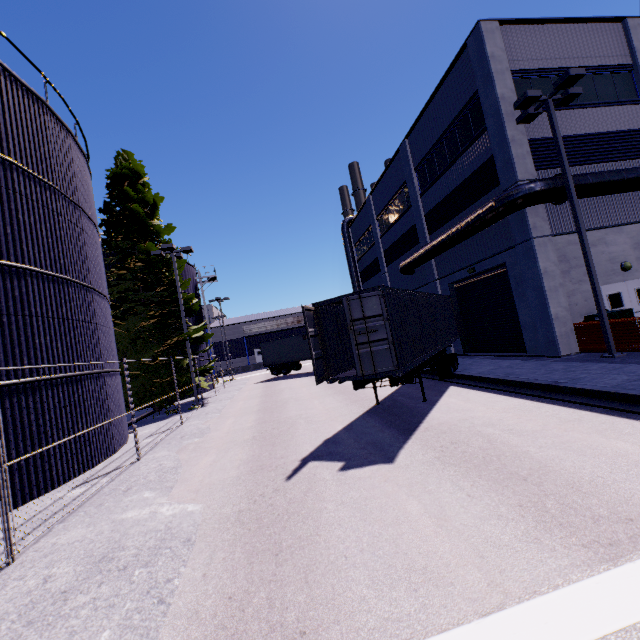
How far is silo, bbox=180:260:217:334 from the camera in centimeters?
2909cm

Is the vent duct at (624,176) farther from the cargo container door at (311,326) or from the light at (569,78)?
the cargo container door at (311,326)

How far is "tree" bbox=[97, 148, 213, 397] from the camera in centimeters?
1977cm

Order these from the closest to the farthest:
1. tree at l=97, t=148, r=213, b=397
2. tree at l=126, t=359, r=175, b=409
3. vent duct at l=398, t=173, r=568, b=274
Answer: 1. vent duct at l=398, t=173, r=568, b=274
2. tree at l=126, t=359, r=175, b=409
3. tree at l=97, t=148, r=213, b=397

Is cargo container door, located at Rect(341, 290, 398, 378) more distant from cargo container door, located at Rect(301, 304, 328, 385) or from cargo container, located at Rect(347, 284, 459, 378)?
cargo container door, located at Rect(301, 304, 328, 385)

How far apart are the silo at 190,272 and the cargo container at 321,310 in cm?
2004

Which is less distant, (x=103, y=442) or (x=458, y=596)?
(x=458, y=596)

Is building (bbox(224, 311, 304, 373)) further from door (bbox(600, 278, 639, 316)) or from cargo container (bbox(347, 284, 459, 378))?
cargo container (bbox(347, 284, 459, 378))
